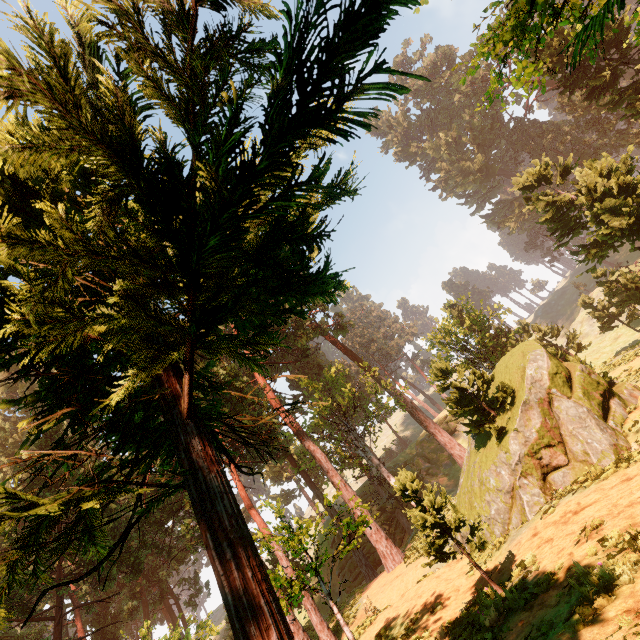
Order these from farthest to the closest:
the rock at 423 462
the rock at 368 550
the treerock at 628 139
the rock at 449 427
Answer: the rock at 449 427, the rock at 423 462, the rock at 368 550, the treerock at 628 139

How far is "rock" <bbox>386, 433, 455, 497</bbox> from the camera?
41.97m

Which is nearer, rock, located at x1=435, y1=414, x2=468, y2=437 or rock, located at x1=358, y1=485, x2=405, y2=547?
rock, located at x1=358, y1=485, x2=405, y2=547

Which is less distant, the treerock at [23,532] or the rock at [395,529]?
the treerock at [23,532]

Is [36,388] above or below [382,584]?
above

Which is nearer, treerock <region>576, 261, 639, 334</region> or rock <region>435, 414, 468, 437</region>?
treerock <region>576, 261, 639, 334</region>

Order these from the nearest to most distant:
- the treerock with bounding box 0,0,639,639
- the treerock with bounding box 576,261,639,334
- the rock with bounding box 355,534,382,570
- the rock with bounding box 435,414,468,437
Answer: the treerock with bounding box 0,0,639,639 < the treerock with bounding box 576,261,639,334 < the rock with bounding box 355,534,382,570 < the rock with bounding box 435,414,468,437
